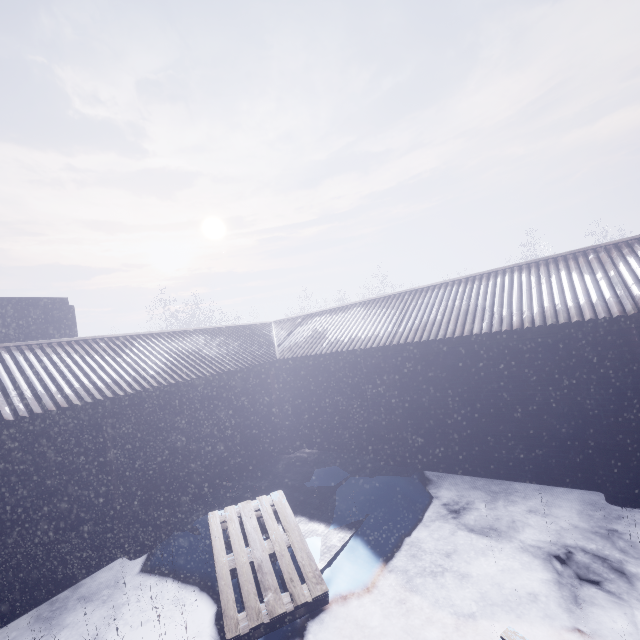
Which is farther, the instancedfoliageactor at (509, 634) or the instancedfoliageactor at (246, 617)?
the instancedfoliageactor at (246, 617)

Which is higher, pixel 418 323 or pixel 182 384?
pixel 418 323

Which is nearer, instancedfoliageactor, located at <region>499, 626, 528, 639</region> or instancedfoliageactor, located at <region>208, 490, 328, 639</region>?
instancedfoliageactor, located at <region>499, 626, 528, 639</region>
